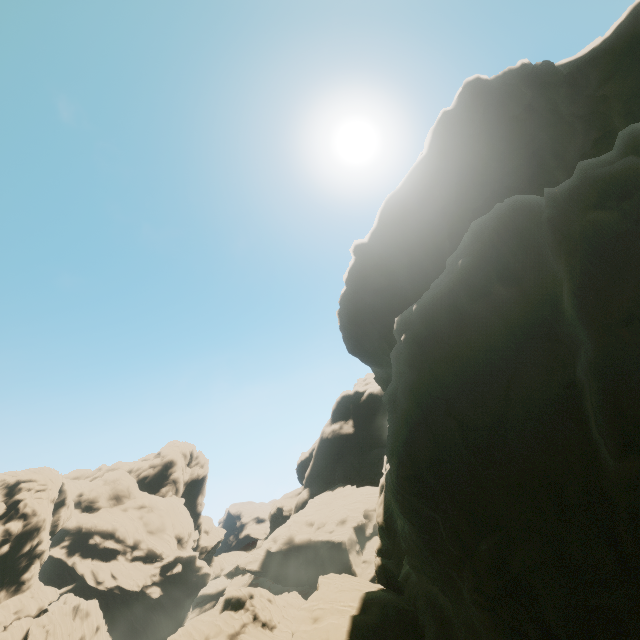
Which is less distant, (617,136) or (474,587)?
(474,587)
